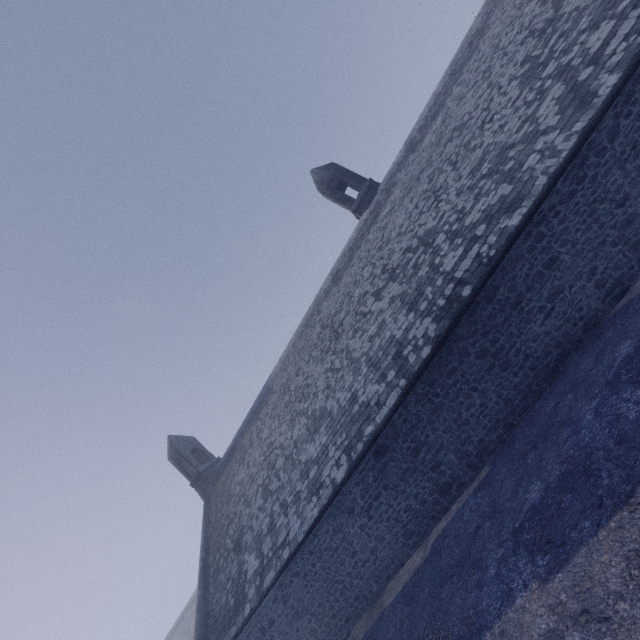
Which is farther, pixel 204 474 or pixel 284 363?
pixel 204 474
